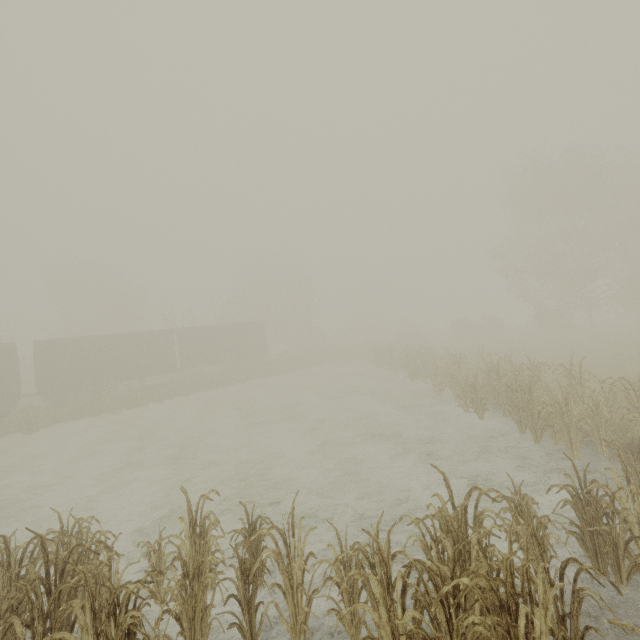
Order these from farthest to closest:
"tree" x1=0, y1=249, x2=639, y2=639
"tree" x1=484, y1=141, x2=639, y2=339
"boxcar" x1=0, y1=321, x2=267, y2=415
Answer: "tree" x1=484, y1=141, x2=639, y2=339 → "boxcar" x1=0, y1=321, x2=267, y2=415 → "tree" x1=0, y1=249, x2=639, y2=639

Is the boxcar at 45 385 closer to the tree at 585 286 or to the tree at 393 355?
the tree at 393 355

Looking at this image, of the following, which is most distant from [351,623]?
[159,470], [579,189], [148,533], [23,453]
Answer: [579,189]

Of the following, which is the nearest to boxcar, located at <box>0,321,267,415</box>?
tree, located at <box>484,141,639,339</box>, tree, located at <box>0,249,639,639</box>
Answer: tree, located at <box>0,249,639,639</box>

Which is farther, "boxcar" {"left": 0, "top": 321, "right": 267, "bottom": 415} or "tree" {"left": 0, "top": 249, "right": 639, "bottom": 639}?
"boxcar" {"left": 0, "top": 321, "right": 267, "bottom": 415}

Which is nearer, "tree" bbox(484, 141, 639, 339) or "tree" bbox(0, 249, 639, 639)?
"tree" bbox(0, 249, 639, 639)

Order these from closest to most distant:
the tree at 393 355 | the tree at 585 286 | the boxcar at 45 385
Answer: the tree at 393 355
the boxcar at 45 385
the tree at 585 286
